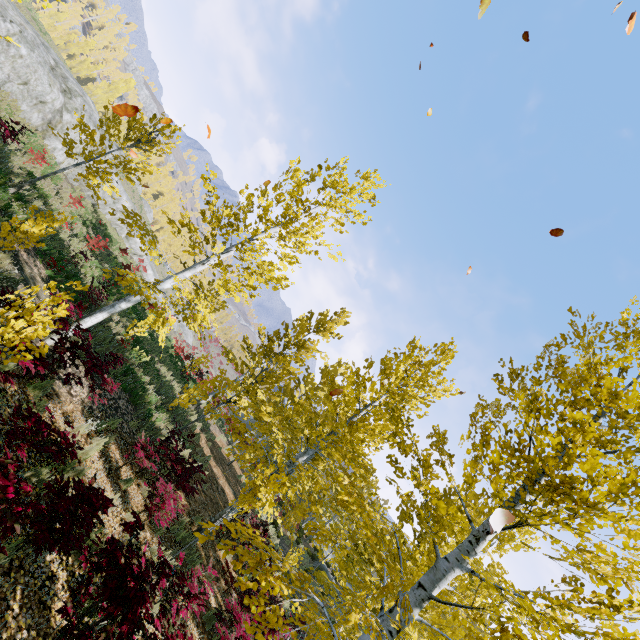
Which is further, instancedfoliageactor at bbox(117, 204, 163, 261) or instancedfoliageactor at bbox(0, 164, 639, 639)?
instancedfoliageactor at bbox(117, 204, 163, 261)

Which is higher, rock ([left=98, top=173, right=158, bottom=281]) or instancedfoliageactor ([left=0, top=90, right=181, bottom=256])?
instancedfoliageactor ([left=0, top=90, right=181, bottom=256])

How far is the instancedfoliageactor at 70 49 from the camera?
36.2 meters

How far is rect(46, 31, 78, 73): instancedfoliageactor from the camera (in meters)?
36.16

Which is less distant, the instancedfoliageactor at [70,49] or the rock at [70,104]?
the rock at [70,104]

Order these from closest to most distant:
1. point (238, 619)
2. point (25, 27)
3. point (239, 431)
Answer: point (238, 619)
point (25, 27)
point (239, 431)

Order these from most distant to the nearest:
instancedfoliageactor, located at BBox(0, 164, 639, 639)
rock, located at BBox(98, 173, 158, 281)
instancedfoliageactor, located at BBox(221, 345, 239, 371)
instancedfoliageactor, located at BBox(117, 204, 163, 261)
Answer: rock, located at BBox(98, 173, 158, 281)
instancedfoliageactor, located at BBox(221, 345, 239, 371)
instancedfoliageactor, located at BBox(117, 204, 163, 261)
instancedfoliageactor, located at BBox(0, 164, 639, 639)

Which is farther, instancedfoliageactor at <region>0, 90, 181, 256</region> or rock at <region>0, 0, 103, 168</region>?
rock at <region>0, 0, 103, 168</region>
